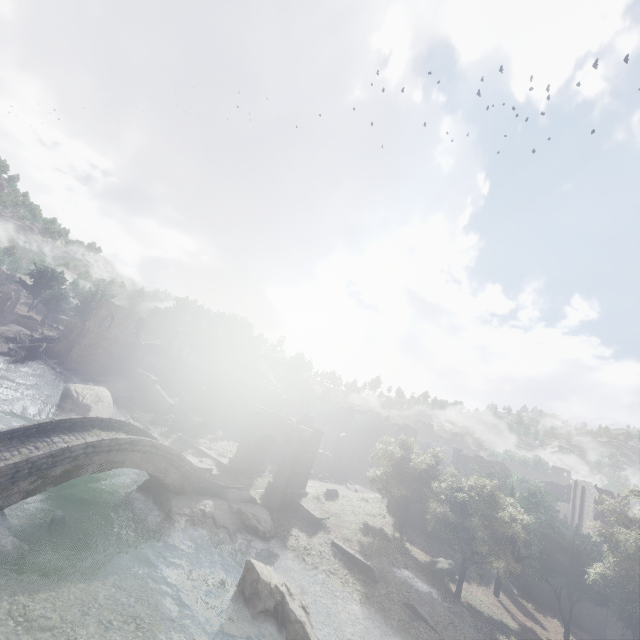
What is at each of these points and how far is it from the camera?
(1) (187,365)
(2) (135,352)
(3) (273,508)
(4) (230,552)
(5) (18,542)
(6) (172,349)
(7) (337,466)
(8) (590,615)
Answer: (1) building, 57.3m
(2) column, 52.0m
(3) wooden lamp post, 24.9m
(4) rubble, 19.8m
(5) rock, 13.2m
(6) building, 59.2m
(7) building, 51.3m
(8) building, 28.0m

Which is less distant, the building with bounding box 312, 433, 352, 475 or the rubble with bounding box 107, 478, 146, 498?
the rubble with bounding box 107, 478, 146, 498

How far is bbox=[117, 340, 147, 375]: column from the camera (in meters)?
51.12

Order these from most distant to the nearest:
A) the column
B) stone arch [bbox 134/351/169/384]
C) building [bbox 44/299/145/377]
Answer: stone arch [bbox 134/351/169/384] < the column < building [bbox 44/299/145/377]

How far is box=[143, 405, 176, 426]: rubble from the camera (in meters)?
38.50

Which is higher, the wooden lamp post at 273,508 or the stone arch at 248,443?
the stone arch at 248,443

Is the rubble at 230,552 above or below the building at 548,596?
below
